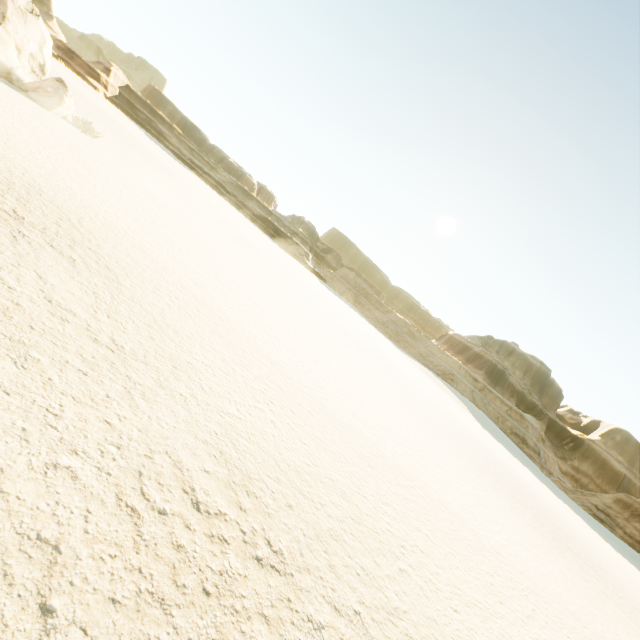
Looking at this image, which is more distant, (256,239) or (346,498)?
(256,239)
